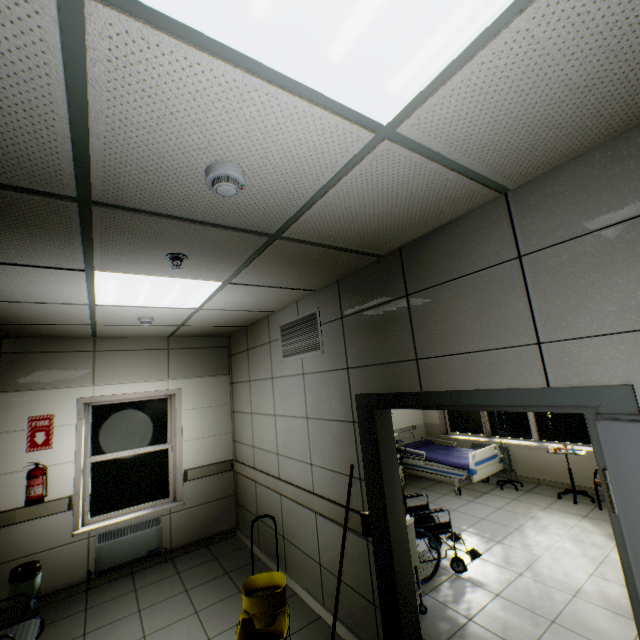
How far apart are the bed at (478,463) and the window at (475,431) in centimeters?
86cm

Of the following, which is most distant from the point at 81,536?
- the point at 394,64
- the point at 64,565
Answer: the point at 394,64

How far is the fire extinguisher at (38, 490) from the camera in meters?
3.9 m

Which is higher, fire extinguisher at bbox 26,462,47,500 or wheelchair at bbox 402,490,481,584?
fire extinguisher at bbox 26,462,47,500

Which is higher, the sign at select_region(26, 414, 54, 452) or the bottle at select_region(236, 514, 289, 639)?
the sign at select_region(26, 414, 54, 452)

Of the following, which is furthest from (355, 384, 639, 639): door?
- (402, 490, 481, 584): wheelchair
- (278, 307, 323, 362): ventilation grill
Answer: (402, 490, 481, 584): wheelchair

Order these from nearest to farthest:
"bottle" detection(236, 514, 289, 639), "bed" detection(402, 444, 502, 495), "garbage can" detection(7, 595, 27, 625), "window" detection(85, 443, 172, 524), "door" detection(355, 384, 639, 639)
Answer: "door" detection(355, 384, 639, 639) < "bottle" detection(236, 514, 289, 639) < "garbage can" detection(7, 595, 27, 625) < "window" detection(85, 443, 172, 524) < "bed" detection(402, 444, 502, 495)

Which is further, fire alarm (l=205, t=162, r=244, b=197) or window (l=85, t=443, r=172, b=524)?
window (l=85, t=443, r=172, b=524)
